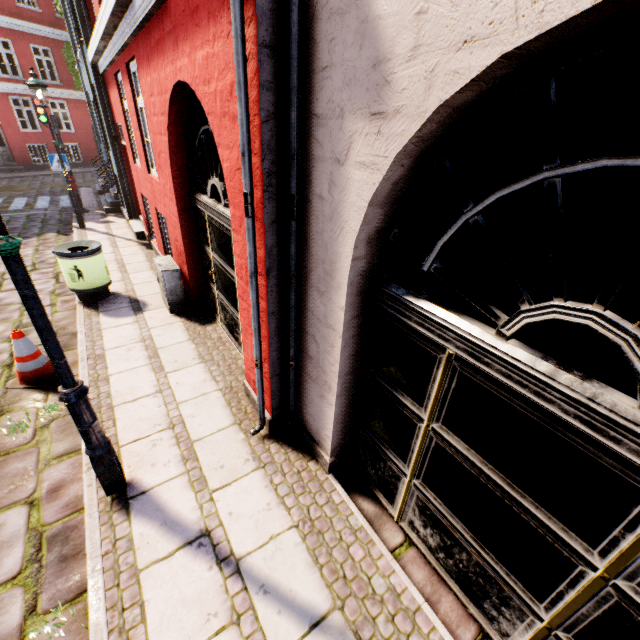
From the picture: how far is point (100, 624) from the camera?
2.20m

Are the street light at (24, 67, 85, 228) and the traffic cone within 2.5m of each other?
no

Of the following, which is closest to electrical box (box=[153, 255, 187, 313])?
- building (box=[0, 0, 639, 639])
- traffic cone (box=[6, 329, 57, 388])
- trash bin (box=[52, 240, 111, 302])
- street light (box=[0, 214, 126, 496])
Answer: building (box=[0, 0, 639, 639])

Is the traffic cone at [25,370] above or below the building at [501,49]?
below

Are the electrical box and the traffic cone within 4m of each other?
yes

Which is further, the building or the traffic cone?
the traffic cone

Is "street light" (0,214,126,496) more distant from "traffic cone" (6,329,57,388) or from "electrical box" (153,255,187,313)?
"electrical box" (153,255,187,313)

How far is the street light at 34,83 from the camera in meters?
8.1
